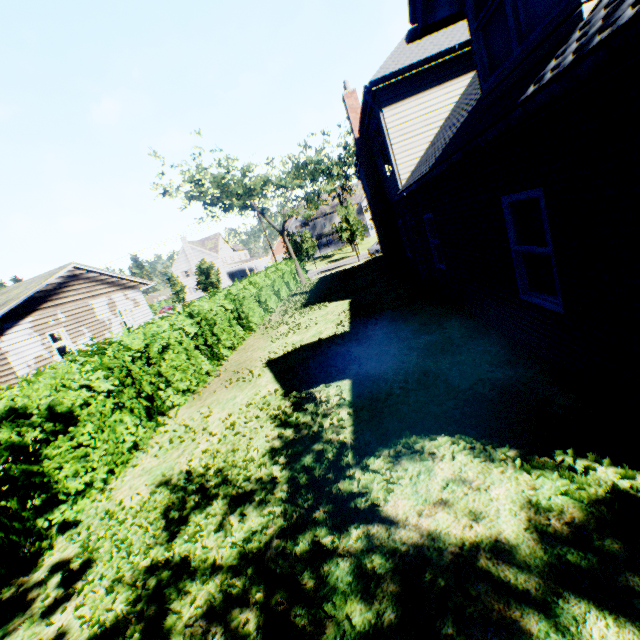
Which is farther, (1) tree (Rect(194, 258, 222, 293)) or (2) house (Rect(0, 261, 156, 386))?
(1) tree (Rect(194, 258, 222, 293))

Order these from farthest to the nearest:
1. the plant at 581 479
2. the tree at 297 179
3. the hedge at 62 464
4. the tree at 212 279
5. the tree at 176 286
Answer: the tree at 176 286, the tree at 212 279, the tree at 297 179, the hedge at 62 464, the plant at 581 479

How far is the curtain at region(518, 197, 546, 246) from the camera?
4.3m

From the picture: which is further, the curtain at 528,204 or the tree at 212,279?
the tree at 212,279

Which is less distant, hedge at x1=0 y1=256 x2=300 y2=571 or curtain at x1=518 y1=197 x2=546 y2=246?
curtain at x1=518 y1=197 x2=546 y2=246

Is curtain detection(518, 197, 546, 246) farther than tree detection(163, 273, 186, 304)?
No

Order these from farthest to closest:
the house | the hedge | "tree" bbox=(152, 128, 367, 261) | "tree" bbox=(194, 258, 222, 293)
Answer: "tree" bbox=(194, 258, 222, 293) < "tree" bbox=(152, 128, 367, 261) < the house < the hedge

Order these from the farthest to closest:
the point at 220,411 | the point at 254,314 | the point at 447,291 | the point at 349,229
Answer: the point at 349,229, the point at 254,314, the point at 447,291, the point at 220,411
